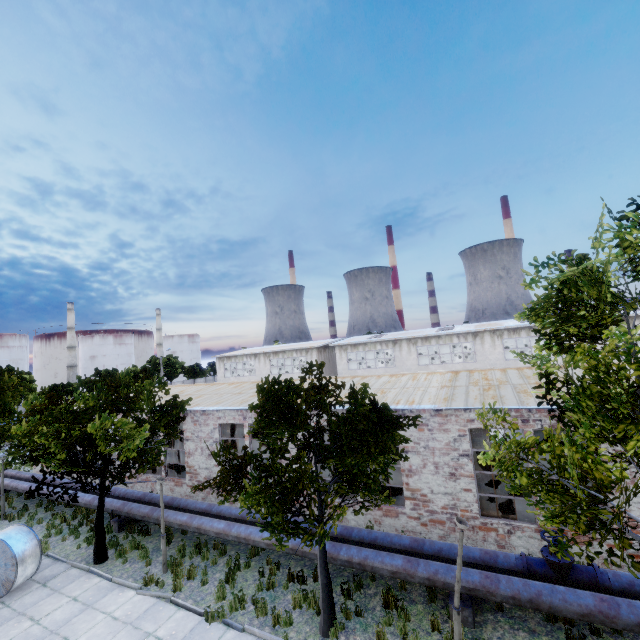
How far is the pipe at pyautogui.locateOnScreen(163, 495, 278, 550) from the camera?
11.55m

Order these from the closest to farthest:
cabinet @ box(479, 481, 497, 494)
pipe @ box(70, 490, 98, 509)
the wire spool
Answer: the wire spool
cabinet @ box(479, 481, 497, 494)
pipe @ box(70, 490, 98, 509)

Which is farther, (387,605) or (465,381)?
(465,381)

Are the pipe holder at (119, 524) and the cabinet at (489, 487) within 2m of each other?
no

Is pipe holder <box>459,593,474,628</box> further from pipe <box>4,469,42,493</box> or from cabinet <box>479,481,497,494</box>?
cabinet <box>479,481,497,494</box>

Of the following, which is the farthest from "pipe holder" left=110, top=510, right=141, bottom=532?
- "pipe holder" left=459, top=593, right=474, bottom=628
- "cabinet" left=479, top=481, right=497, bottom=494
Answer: "cabinet" left=479, top=481, right=497, bottom=494

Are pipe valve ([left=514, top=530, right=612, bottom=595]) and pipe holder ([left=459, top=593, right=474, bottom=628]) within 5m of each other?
yes

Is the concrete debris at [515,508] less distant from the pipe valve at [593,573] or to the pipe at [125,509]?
the pipe valve at [593,573]
